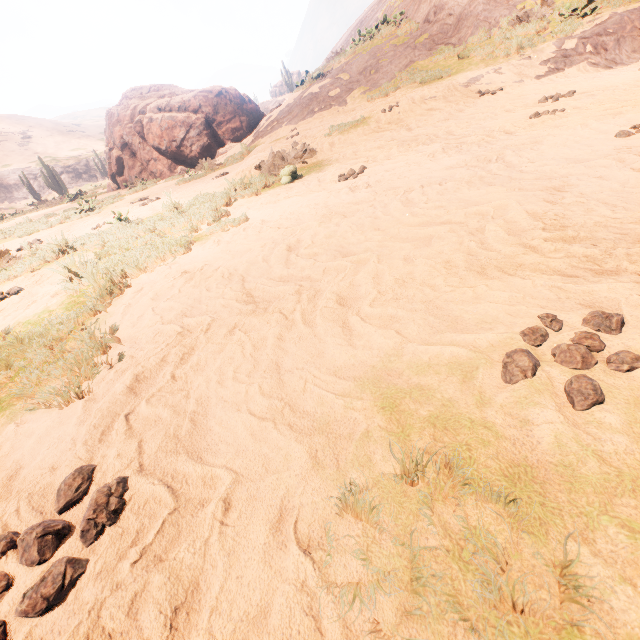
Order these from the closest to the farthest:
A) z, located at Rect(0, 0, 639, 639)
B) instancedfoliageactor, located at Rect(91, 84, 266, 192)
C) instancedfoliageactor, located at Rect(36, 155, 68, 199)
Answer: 1. z, located at Rect(0, 0, 639, 639)
2. instancedfoliageactor, located at Rect(91, 84, 266, 192)
3. instancedfoliageactor, located at Rect(36, 155, 68, 199)

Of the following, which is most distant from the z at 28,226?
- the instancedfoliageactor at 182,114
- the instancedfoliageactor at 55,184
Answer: the instancedfoliageactor at 55,184

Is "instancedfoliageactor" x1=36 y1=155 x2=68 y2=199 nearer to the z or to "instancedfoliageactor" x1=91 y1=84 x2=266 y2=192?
the z

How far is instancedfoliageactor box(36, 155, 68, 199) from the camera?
28.5m

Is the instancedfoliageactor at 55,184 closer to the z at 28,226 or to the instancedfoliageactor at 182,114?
the z at 28,226

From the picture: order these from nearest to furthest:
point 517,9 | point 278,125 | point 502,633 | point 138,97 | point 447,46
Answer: point 502,633 → point 517,9 → point 447,46 → point 278,125 → point 138,97

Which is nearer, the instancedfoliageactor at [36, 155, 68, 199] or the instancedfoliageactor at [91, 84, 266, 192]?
the instancedfoliageactor at [91, 84, 266, 192]
